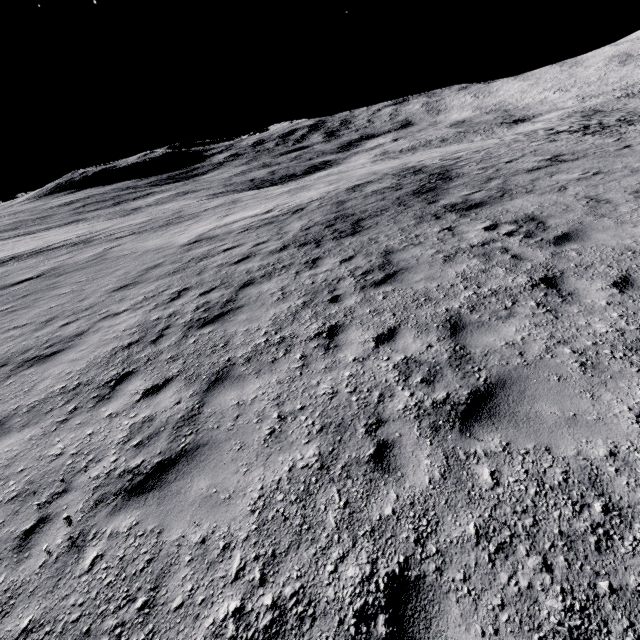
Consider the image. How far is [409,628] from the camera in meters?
2.4 m
